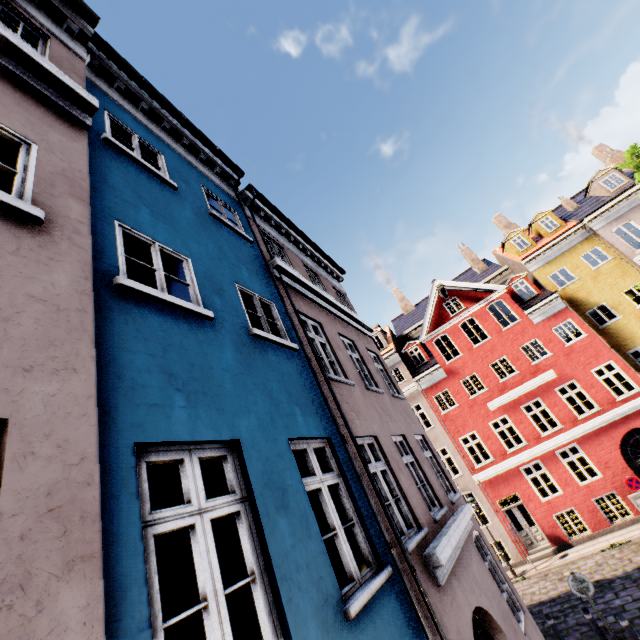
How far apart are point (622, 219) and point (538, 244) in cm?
419
